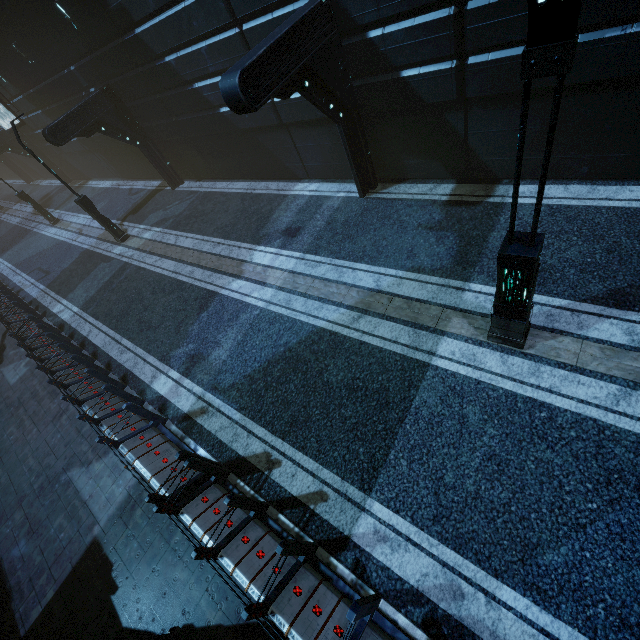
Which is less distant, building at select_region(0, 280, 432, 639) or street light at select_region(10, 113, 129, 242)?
building at select_region(0, 280, 432, 639)

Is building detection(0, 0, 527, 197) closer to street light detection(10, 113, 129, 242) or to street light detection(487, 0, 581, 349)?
street light detection(10, 113, 129, 242)

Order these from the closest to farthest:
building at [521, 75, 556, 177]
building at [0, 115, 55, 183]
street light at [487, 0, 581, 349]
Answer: street light at [487, 0, 581, 349], building at [521, 75, 556, 177], building at [0, 115, 55, 183]

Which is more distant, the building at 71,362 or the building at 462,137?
the building at 462,137

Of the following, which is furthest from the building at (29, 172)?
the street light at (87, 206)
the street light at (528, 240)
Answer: the street light at (528, 240)

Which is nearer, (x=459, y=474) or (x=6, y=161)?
(x=459, y=474)

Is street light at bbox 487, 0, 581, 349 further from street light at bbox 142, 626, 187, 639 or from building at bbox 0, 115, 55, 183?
street light at bbox 142, 626, 187, 639
